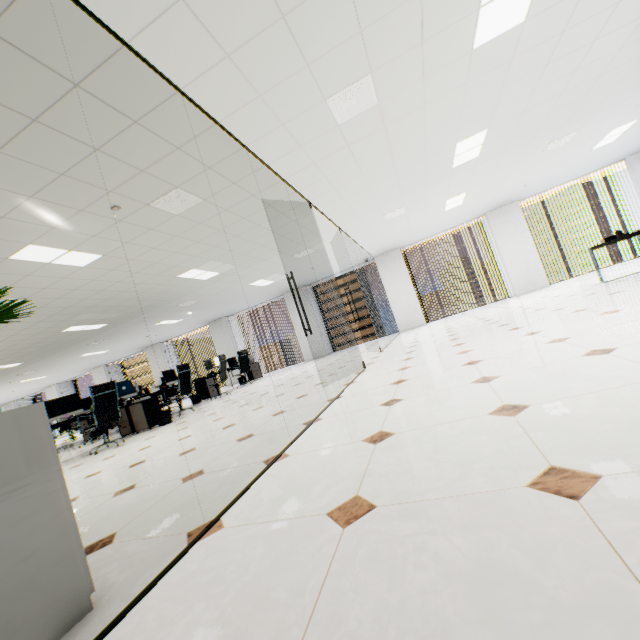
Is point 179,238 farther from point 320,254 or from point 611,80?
point 611,80

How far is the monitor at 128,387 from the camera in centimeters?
790cm

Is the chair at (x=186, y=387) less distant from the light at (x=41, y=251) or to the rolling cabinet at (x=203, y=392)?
the rolling cabinet at (x=203, y=392)

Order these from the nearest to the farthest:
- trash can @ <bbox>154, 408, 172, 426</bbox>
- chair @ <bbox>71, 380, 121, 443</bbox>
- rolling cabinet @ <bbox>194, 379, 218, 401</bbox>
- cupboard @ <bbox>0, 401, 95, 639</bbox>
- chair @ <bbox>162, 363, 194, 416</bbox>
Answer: cupboard @ <bbox>0, 401, 95, 639</bbox> → chair @ <bbox>71, 380, 121, 443</bbox> → trash can @ <bbox>154, 408, 172, 426</bbox> → chair @ <bbox>162, 363, 194, 416</bbox> → rolling cabinet @ <bbox>194, 379, 218, 401</bbox>

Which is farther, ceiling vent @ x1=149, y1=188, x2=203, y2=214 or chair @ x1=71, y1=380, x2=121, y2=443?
chair @ x1=71, y1=380, x2=121, y2=443

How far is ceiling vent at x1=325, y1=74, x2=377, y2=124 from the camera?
3.2m

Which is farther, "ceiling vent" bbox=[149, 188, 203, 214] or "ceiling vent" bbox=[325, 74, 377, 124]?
"ceiling vent" bbox=[149, 188, 203, 214]

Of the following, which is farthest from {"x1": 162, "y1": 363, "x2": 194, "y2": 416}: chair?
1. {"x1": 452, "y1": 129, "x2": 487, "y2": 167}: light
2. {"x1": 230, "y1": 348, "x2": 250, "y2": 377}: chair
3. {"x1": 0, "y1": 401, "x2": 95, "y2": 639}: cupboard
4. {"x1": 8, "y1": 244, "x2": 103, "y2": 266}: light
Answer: {"x1": 452, "y1": 129, "x2": 487, "y2": 167}: light
